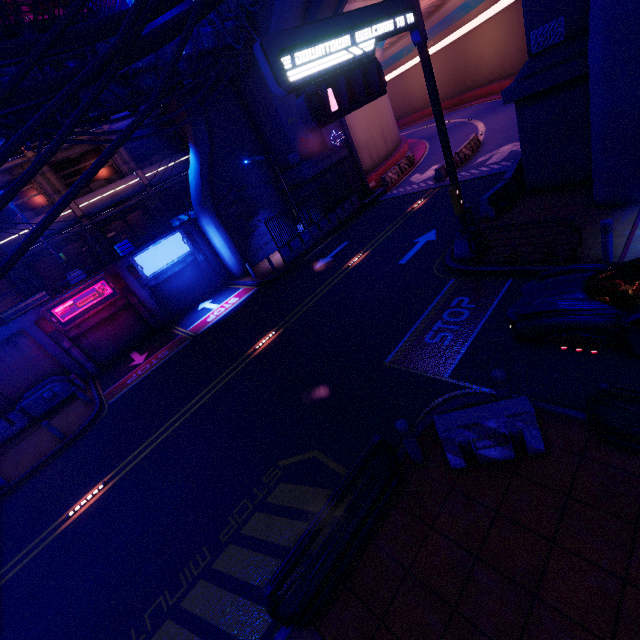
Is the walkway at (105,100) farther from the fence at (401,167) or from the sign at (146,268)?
the fence at (401,167)

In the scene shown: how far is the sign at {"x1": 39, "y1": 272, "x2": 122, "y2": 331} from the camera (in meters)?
17.22

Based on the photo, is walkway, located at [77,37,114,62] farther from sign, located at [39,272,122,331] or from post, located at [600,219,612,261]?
post, located at [600,219,612,261]

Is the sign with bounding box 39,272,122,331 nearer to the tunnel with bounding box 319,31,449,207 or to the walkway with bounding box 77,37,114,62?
the walkway with bounding box 77,37,114,62

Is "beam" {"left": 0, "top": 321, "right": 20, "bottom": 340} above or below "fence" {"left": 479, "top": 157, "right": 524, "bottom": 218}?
above

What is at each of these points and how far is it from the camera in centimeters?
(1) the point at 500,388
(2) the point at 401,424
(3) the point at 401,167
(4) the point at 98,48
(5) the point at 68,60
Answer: (1) post, 551cm
(2) post, 543cm
(3) fence, 2628cm
(4) walkway, 1332cm
(5) walkway, 1275cm

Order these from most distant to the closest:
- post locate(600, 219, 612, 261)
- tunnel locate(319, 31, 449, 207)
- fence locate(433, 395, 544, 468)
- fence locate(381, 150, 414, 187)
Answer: fence locate(381, 150, 414, 187) → tunnel locate(319, 31, 449, 207) → post locate(600, 219, 612, 261) → fence locate(433, 395, 544, 468)

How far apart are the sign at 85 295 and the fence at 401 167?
19.78m
